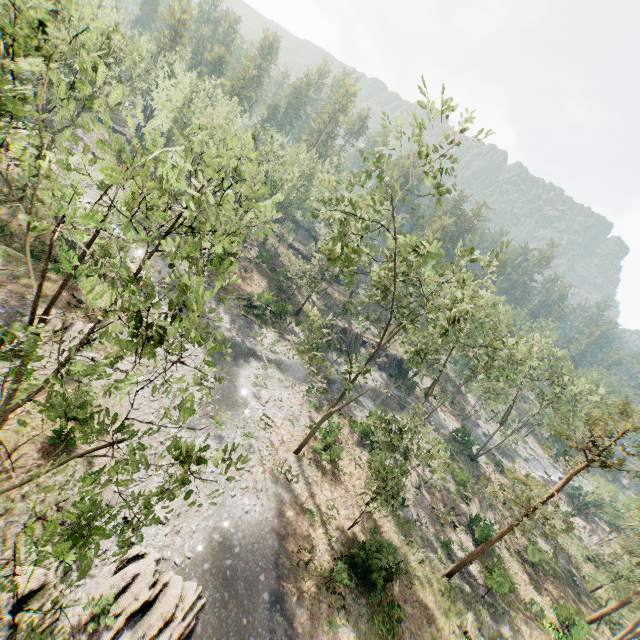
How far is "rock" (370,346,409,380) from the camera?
52.0m

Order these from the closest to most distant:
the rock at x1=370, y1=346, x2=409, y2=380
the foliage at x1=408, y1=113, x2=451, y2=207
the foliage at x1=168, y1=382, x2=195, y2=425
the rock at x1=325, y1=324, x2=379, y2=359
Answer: the foliage at x1=168, y1=382, x2=195, y2=425 → the foliage at x1=408, y1=113, x2=451, y2=207 → the rock at x1=325, y1=324, x2=379, y2=359 → the rock at x1=370, y1=346, x2=409, y2=380

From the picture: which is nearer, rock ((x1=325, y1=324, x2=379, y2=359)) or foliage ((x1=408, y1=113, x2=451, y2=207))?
foliage ((x1=408, y1=113, x2=451, y2=207))

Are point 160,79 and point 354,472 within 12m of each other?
no

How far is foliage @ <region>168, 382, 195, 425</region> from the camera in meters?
6.2 m

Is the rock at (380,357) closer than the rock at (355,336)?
No

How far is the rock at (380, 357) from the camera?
52.0m
